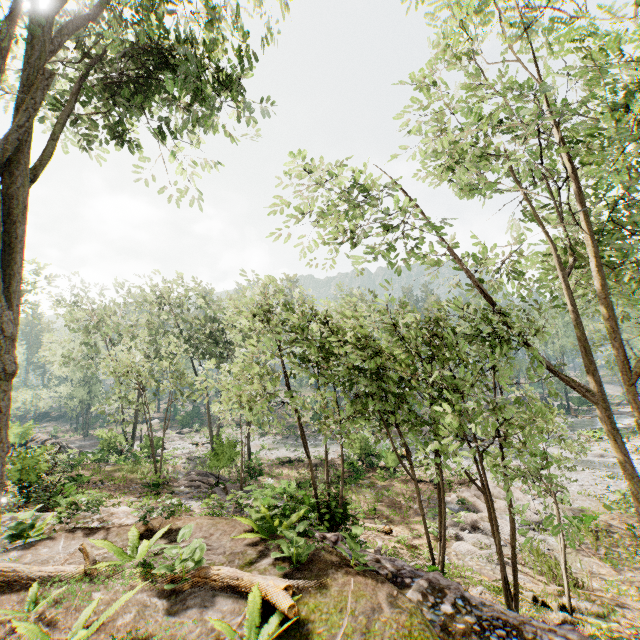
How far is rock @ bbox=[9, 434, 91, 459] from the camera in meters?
19.0

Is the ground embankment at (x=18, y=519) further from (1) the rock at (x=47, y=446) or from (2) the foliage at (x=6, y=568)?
(2) the foliage at (x=6, y=568)

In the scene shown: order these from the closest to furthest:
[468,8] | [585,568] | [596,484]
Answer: [468,8] < [585,568] < [596,484]

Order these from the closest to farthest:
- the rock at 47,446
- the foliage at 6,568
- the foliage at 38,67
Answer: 1. the foliage at 38,67
2. the foliage at 6,568
3. the rock at 47,446

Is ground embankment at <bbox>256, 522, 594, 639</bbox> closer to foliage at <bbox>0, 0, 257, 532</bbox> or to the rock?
foliage at <bbox>0, 0, 257, 532</bbox>

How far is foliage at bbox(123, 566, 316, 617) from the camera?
5.0 meters

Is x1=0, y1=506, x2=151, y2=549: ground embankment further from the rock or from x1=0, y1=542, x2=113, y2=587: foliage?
x1=0, y1=542, x2=113, y2=587: foliage

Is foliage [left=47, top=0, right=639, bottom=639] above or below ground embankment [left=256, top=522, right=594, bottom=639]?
above
